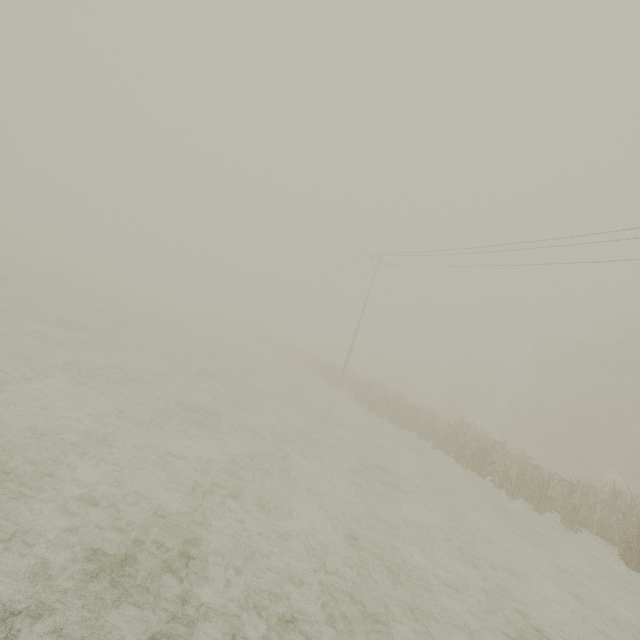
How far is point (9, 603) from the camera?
2.7m
